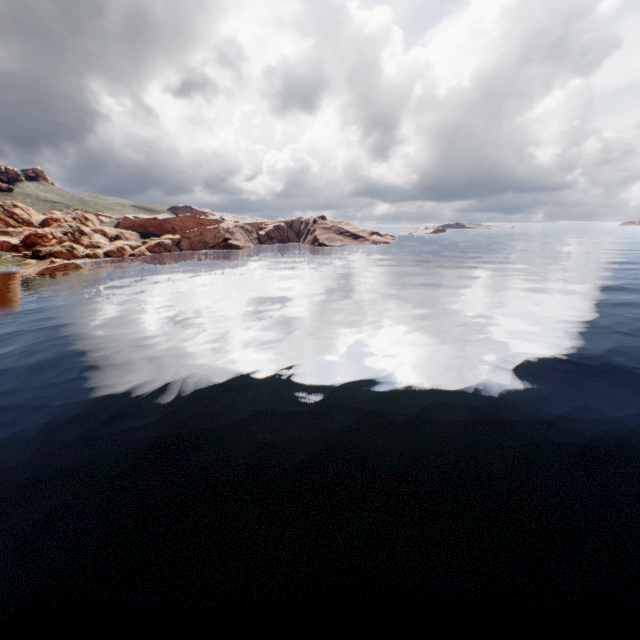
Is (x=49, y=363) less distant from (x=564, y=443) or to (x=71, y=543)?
(x=71, y=543)
